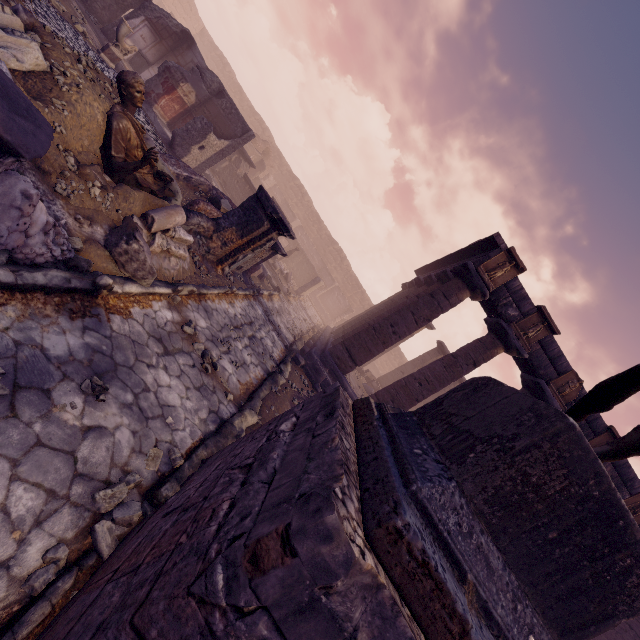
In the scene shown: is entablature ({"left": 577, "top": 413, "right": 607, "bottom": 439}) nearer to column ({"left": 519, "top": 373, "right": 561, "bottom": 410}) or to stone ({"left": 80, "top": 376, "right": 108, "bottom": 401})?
column ({"left": 519, "top": 373, "right": 561, "bottom": 410})

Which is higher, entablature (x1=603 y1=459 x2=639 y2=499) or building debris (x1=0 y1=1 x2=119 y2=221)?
entablature (x1=603 y1=459 x2=639 y2=499)

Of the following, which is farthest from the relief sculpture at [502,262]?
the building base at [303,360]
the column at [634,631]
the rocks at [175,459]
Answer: the column at [634,631]

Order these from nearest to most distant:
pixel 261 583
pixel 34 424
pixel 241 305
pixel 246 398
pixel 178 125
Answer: pixel 261 583
pixel 34 424
pixel 246 398
pixel 241 305
pixel 178 125

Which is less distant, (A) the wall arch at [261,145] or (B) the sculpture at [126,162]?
(B) the sculpture at [126,162]

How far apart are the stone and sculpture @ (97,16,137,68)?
11.5 meters

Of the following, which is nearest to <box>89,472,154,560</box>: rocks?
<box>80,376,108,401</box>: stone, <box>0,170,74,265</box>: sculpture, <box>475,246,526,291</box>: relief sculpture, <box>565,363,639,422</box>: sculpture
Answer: <box>80,376,108,401</box>: stone

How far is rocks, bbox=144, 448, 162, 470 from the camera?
3.2m
